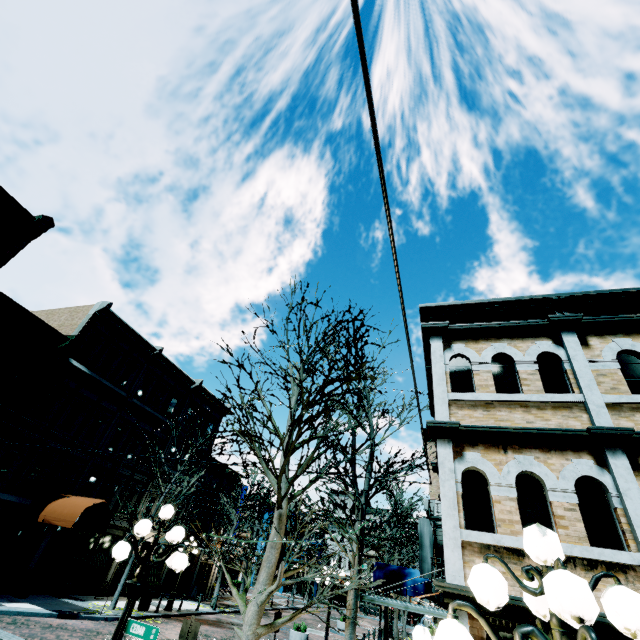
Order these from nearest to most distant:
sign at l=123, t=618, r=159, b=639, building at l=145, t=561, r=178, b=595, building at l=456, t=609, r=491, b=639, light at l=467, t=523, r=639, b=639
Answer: light at l=467, t=523, r=639, b=639
sign at l=123, t=618, r=159, b=639
building at l=456, t=609, r=491, b=639
building at l=145, t=561, r=178, b=595

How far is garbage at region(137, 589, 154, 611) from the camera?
17.4m

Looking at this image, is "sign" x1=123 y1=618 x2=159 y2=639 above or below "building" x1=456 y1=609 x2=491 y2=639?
below

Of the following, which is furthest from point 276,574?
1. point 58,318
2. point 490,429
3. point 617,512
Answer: point 58,318

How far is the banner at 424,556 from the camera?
17.9 meters

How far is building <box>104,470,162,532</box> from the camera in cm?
2053

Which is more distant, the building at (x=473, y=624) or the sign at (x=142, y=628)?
the building at (x=473, y=624)

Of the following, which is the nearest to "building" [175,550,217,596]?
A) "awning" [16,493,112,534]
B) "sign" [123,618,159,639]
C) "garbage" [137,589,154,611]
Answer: "awning" [16,493,112,534]
